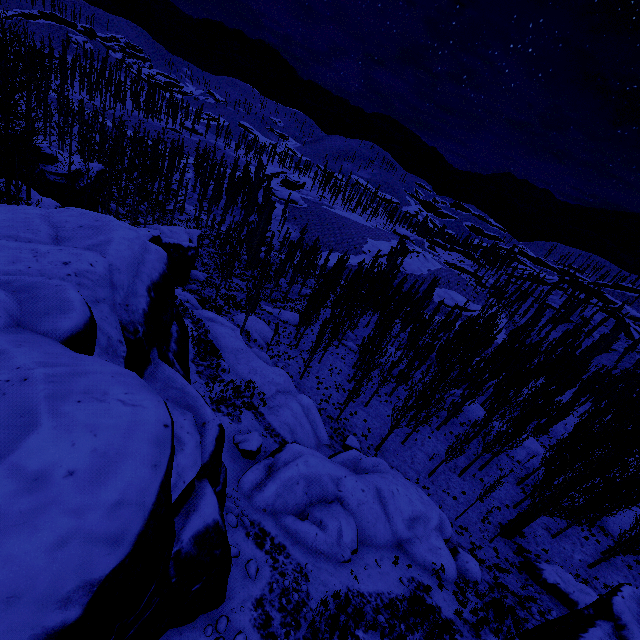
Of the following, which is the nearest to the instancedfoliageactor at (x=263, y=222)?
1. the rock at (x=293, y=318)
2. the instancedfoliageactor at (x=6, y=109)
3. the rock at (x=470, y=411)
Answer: the rock at (x=470, y=411)

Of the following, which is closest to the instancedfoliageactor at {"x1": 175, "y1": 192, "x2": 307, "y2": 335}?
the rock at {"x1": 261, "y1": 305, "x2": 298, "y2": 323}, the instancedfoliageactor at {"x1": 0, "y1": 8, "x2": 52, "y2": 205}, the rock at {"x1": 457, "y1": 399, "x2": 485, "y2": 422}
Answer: the rock at {"x1": 457, "y1": 399, "x2": 485, "y2": 422}

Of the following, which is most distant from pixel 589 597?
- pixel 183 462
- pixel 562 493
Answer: pixel 183 462

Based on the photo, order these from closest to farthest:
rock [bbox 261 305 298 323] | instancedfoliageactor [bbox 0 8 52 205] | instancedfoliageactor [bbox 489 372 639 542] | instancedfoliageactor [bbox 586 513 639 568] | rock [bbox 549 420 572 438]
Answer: instancedfoliageactor [bbox 0 8 52 205]
instancedfoliageactor [bbox 489 372 639 542]
instancedfoliageactor [bbox 586 513 639 568]
rock [bbox 549 420 572 438]
rock [bbox 261 305 298 323]

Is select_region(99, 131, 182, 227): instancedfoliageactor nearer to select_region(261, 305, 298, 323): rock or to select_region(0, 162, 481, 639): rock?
select_region(0, 162, 481, 639): rock

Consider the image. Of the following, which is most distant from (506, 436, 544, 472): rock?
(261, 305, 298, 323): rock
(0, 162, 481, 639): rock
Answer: (0, 162, 481, 639): rock

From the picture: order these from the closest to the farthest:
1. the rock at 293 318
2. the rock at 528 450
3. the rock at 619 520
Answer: the rock at 619 520 → the rock at 528 450 → the rock at 293 318

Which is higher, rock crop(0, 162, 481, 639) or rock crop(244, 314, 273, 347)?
rock crop(0, 162, 481, 639)
